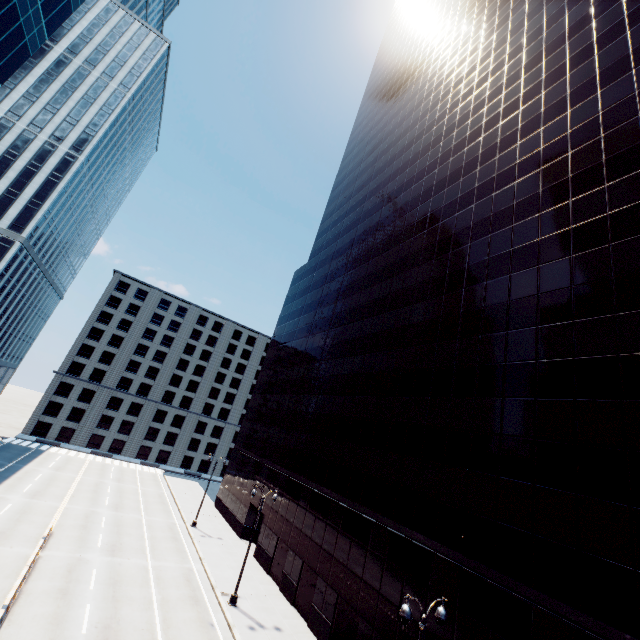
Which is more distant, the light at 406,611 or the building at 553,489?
the building at 553,489

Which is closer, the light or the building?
the light

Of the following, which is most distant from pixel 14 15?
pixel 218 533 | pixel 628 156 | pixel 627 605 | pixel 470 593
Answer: pixel 218 533
